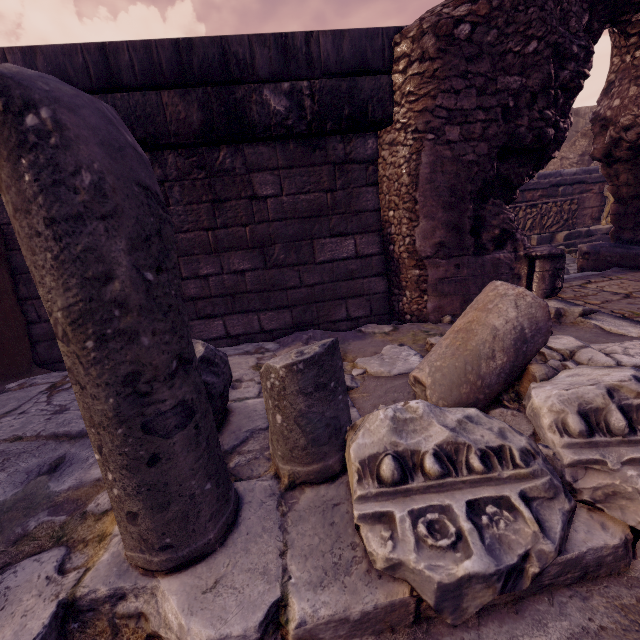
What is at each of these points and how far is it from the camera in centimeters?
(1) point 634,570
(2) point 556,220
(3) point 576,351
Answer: (1) debris pile, 96cm
(2) sarcophagus, 820cm
(3) debris pile, 154cm

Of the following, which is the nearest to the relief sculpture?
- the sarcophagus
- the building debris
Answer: the building debris

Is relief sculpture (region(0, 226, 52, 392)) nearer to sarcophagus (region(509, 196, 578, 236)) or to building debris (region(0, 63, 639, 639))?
building debris (region(0, 63, 639, 639))

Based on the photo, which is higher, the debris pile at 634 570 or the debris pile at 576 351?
the debris pile at 576 351

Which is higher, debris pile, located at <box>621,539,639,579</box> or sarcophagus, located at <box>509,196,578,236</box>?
sarcophagus, located at <box>509,196,578,236</box>

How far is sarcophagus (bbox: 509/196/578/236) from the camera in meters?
8.0 m

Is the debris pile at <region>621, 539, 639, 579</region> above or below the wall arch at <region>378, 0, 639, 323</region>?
below

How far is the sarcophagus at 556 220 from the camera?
8.0 meters
